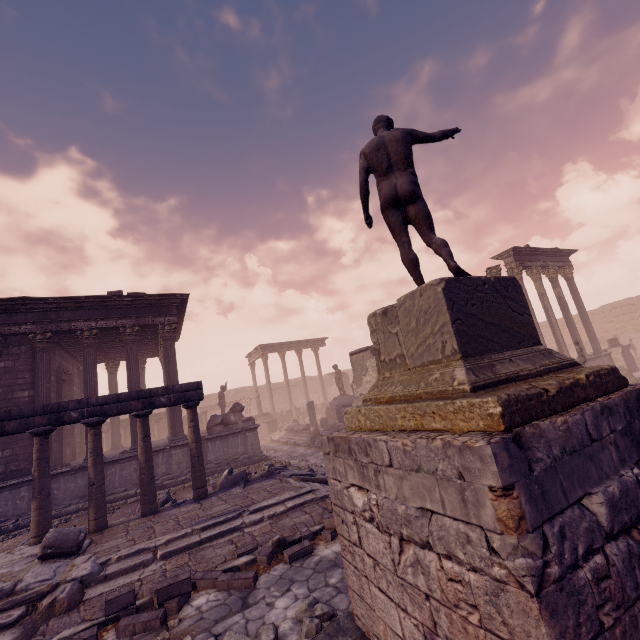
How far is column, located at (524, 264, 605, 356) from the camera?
17.62m

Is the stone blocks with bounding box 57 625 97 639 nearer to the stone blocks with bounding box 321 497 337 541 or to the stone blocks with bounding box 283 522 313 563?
the stone blocks with bounding box 283 522 313 563

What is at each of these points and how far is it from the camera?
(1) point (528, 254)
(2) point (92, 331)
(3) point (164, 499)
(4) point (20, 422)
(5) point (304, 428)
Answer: (1) entablature, 18.2 meters
(2) building, 12.6 meters
(3) debris pile, 8.9 meters
(4) entablature, 7.3 meters
(5) building debris, 20.1 meters

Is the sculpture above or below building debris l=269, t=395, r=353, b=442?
above

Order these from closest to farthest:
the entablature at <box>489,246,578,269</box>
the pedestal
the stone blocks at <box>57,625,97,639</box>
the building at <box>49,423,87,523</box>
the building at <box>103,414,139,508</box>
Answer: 1. the pedestal
2. the stone blocks at <box>57,625,97,639</box>
3. the building at <box>49,423,87,523</box>
4. the building at <box>103,414,139,508</box>
5. the entablature at <box>489,246,578,269</box>

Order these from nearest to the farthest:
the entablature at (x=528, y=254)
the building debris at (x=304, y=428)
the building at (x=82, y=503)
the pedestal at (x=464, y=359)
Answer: the pedestal at (x=464, y=359), the building at (x=82, y=503), the entablature at (x=528, y=254), the building debris at (x=304, y=428)

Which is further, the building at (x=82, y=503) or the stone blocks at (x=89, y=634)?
the building at (x=82, y=503)

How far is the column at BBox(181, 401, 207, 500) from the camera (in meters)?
8.51
